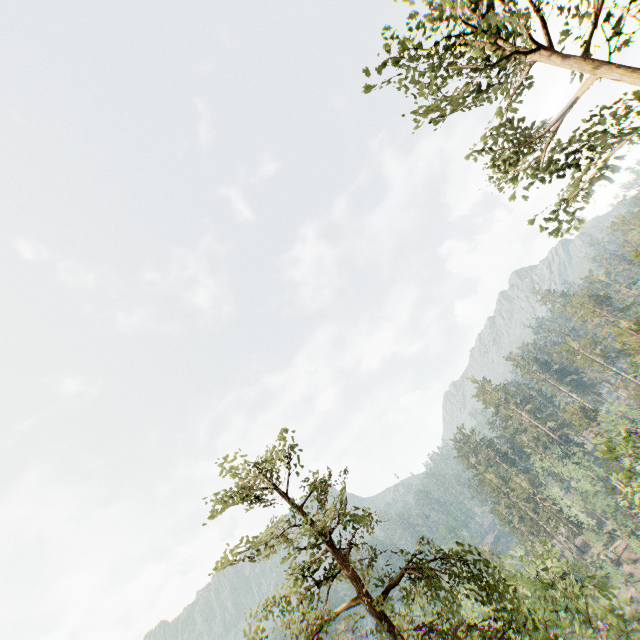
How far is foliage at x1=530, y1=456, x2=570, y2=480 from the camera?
55.4m

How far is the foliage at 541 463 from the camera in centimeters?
5542cm

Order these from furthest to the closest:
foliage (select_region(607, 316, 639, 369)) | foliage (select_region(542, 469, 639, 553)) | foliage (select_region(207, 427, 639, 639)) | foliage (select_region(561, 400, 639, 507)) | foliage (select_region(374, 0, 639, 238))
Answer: foliage (select_region(542, 469, 639, 553)) < foliage (select_region(607, 316, 639, 369)) < foliage (select_region(561, 400, 639, 507)) < foliage (select_region(207, 427, 639, 639)) < foliage (select_region(374, 0, 639, 238))

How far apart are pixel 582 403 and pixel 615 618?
50.2 meters

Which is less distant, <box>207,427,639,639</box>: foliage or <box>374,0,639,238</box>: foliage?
<box>374,0,639,238</box>: foliage

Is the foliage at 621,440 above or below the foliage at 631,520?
above

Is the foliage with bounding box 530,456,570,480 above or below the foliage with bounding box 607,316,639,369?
below
